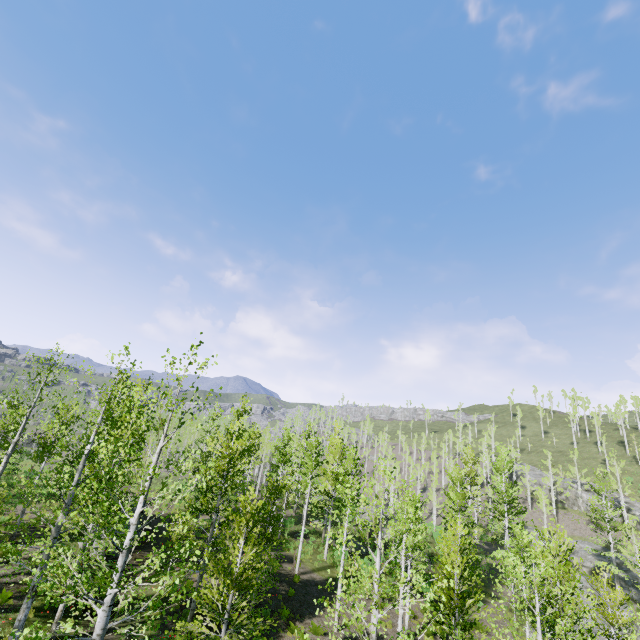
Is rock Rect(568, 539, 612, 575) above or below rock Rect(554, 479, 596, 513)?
below

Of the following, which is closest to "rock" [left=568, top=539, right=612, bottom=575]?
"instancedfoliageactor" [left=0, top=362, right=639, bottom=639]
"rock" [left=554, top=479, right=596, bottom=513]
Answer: "instancedfoliageactor" [left=0, top=362, right=639, bottom=639]

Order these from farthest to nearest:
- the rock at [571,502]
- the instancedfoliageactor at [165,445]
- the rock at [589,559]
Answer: the rock at [571,502]
the rock at [589,559]
the instancedfoliageactor at [165,445]

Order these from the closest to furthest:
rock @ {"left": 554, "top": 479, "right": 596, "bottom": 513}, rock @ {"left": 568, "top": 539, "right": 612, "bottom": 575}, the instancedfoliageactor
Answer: the instancedfoliageactor, rock @ {"left": 568, "top": 539, "right": 612, "bottom": 575}, rock @ {"left": 554, "top": 479, "right": 596, "bottom": 513}

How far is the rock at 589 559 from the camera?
37.2m

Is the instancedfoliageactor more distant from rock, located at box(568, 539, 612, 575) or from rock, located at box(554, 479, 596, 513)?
rock, located at box(554, 479, 596, 513)

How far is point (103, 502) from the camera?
7.4m
